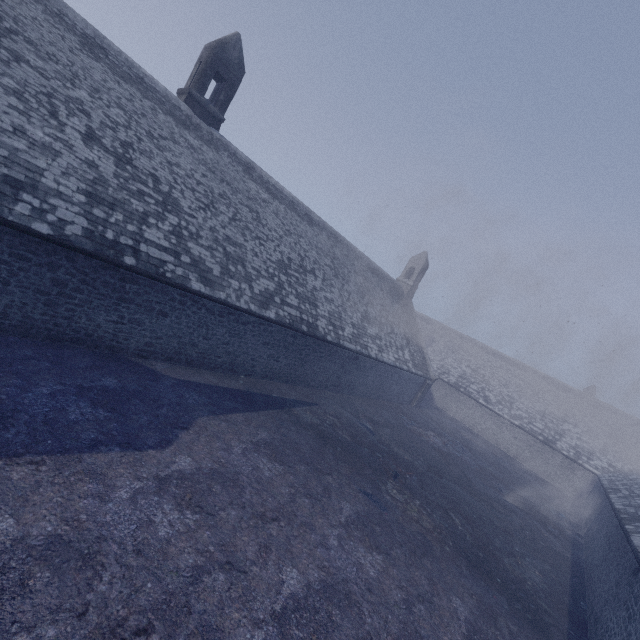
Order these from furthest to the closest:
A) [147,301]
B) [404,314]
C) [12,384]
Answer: [404,314], [147,301], [12,384]
